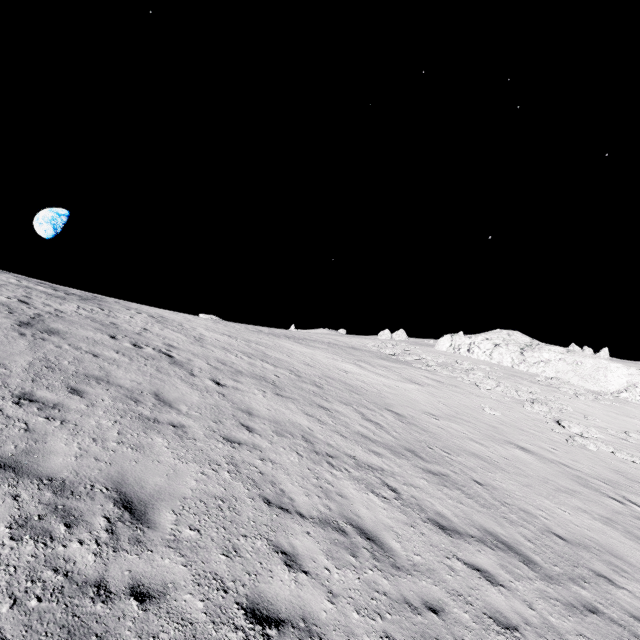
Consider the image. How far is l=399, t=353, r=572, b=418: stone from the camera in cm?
2367

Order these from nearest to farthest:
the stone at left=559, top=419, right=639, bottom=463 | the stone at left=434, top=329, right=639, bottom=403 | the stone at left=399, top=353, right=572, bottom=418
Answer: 1. the stone at left=559, top=419, right=639, bottom=463
2. the stone at left=399, top=353, right=572, bottom=418
3. the stone at left=434, top=329, right=639, bottom=403

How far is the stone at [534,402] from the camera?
23.67m

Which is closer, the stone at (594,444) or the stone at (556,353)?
the stone at (594,444)

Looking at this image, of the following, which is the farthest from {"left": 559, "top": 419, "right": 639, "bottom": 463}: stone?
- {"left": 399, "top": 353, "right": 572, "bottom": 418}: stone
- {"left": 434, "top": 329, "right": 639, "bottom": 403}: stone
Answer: {"left": 434, "top": 329, "right": 639, "bottom": 403}: stone

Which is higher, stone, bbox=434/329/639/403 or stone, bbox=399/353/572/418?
stone, bbox=434/329/639/403

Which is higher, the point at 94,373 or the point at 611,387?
the point at 611,387

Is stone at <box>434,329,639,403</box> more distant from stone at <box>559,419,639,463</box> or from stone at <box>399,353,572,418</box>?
stone at <box>559,419,639,463</box>
